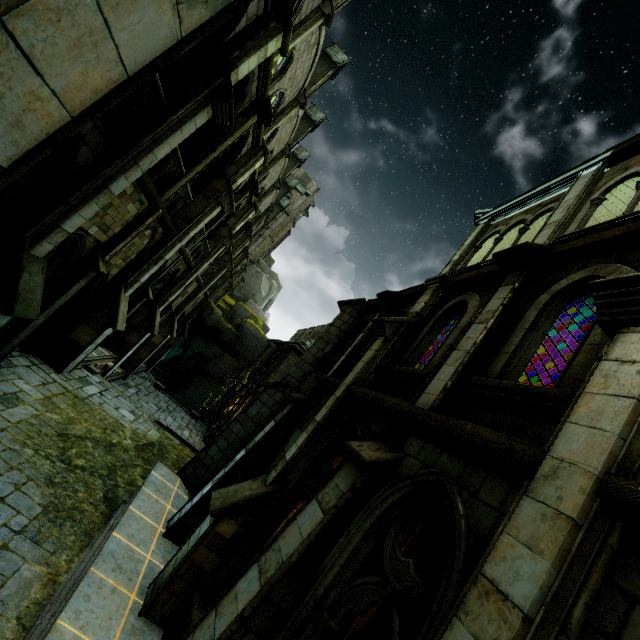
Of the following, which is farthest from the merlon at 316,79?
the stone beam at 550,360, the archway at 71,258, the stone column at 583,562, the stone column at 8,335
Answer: the stone column at 583,562

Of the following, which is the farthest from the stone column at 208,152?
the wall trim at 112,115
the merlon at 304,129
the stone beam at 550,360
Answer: the merlon at 304,129

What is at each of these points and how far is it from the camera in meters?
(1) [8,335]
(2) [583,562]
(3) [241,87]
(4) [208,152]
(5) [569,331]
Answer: (1) stone column, 9.0 m
(2) stone column, 2.0 m
(3) archway, 10.4 m
(4) stone column, 10.8 m
(5) wooden beam, 7.4 m

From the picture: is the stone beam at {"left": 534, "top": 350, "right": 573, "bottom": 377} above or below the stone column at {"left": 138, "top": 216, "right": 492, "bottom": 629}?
above

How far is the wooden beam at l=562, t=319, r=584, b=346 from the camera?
7.3 meters

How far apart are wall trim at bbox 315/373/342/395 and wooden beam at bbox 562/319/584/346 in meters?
4.5

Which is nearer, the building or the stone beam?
the building

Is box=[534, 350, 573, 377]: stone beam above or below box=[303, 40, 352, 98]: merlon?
below
